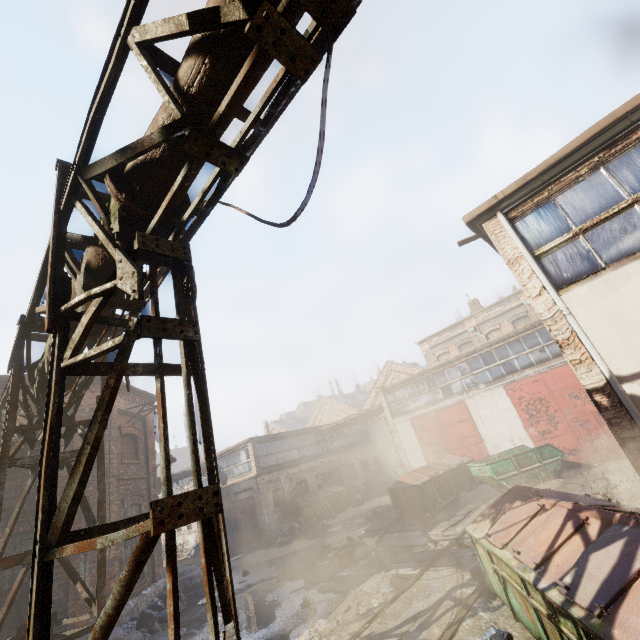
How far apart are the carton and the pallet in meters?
12.8

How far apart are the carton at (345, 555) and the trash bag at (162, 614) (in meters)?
5.78

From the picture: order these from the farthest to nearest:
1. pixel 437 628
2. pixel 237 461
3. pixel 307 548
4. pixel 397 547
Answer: pixel 237 461 < pixel 307 548 < pixel 397 547 < pixel 437 628

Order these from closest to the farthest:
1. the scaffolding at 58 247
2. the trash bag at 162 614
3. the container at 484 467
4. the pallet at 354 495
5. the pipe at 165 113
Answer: the scaffolding at 58 247, the pipe at 165 113, the trash bag at 162 614, the container at 484 467, the pallet at 354 495

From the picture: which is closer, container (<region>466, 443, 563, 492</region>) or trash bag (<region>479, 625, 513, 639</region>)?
trash bag (<region>479, 625, 513, 639</region>)

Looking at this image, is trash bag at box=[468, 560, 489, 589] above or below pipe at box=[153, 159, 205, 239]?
below

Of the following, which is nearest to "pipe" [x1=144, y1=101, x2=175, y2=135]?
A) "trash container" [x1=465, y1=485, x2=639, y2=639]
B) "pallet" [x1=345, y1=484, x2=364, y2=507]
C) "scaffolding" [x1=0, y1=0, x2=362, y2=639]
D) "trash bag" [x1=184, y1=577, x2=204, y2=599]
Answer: "scaffolding" [x1=0, y1=0, x2=362, y2=639]

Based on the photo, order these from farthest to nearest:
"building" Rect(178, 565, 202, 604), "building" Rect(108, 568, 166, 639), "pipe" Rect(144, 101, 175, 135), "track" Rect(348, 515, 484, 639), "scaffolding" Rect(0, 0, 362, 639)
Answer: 1. "building" Rect(178, 565, 202, 604)
2. "building" Rect(108, 568, 166, 639)
3. "track" Rect(348, 515, 484, 639)
4. "pipe" Rect(144, 101, 175, 135)
5. "scaffolding" Rect(0, 0, 362, 639)
